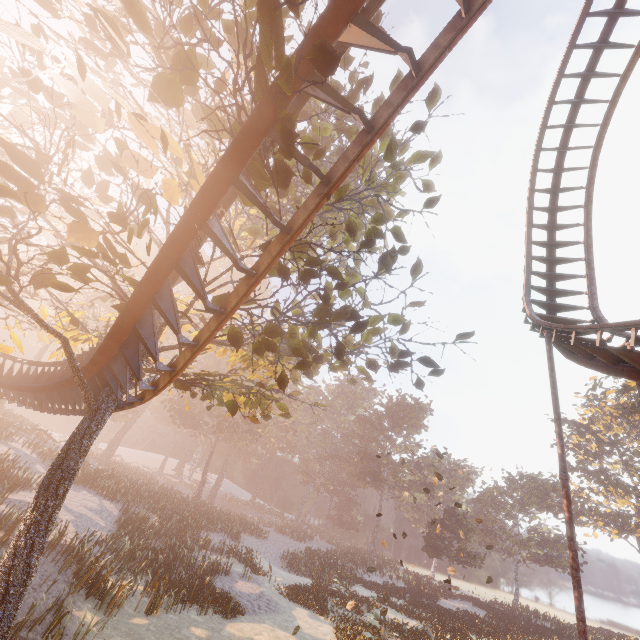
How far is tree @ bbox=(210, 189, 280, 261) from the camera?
6.0m

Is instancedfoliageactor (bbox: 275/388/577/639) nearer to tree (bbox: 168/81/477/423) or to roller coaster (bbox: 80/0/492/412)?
tree (bbox: 168/81/477/423)

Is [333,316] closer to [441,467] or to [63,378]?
[63,378]

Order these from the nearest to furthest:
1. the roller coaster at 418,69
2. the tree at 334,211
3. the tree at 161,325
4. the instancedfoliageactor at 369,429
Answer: the roller coaster at 418,69 → the tree at 334,211 → the tree at 161,325 → the instancedfoliageactor at 369,429

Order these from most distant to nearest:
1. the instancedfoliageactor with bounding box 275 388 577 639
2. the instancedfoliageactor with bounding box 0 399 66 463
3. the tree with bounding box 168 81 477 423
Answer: the instancedfoliageactor with bounding box 0 399 66 463 < the instancedfoliageactor with bounding box 275 388 577 639 < the tree with bounding box 168 81 477 423

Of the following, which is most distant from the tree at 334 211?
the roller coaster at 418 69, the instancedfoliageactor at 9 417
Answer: the instancedfoliageactor at 9 417

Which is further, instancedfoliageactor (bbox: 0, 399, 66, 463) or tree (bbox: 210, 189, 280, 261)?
instancedfoliageactor (bbox: 0, 399, 66, 463)
